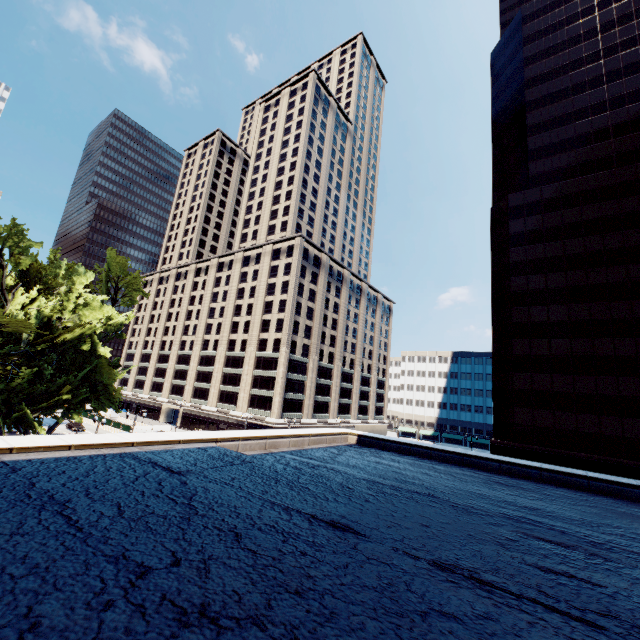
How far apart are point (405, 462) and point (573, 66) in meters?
58.8
